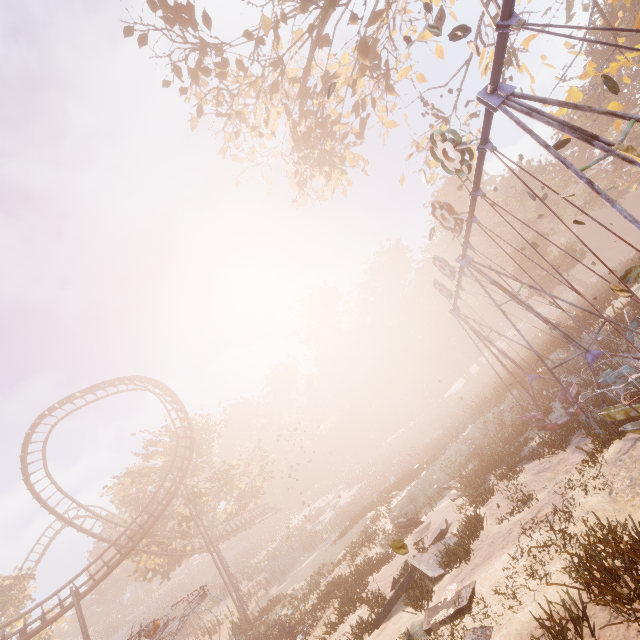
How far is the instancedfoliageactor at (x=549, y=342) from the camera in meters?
19.0 m

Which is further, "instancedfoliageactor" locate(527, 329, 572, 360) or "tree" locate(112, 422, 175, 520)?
"tree" locate(112, 422, 175, 520)

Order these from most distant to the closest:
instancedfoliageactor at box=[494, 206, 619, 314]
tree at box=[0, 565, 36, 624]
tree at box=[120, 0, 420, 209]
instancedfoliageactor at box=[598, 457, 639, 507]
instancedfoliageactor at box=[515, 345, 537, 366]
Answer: tree at box=[0, 565, 36, 624]
instancedfoliageactor at box=[515, 345, 537, 366]
instancedfoliageactor at box=[494, 206, 619, 314]
tree at box=[120, 0, 420, 209]
instancedfoliageactor at box=[598, 457, 639, 507]

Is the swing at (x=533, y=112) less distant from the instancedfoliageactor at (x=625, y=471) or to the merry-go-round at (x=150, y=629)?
the instancedfoliageactor at (x=625, y=471)

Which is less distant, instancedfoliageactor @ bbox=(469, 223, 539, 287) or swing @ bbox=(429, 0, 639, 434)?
swing @ bbox=(429, 0, 639, 434)

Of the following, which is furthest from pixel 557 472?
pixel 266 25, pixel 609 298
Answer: pixel 266 25

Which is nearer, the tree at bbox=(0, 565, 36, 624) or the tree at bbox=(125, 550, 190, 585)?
the tree at bbox=(125, 550, 190, 585)
